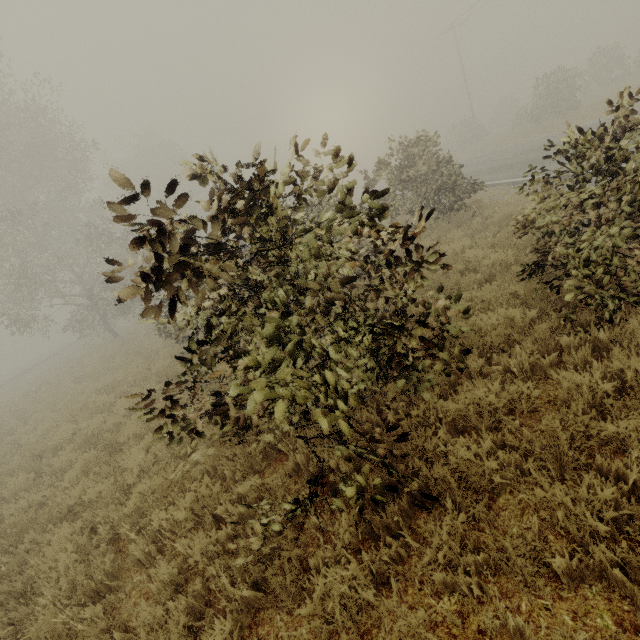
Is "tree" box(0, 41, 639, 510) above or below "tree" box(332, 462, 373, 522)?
above

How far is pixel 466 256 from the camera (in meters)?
7.52

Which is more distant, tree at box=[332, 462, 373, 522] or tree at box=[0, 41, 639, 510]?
tree at box=[332, 462, 373, 522]

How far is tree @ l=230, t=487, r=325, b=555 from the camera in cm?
298

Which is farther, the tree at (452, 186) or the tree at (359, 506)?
the tree at (359, 506)
